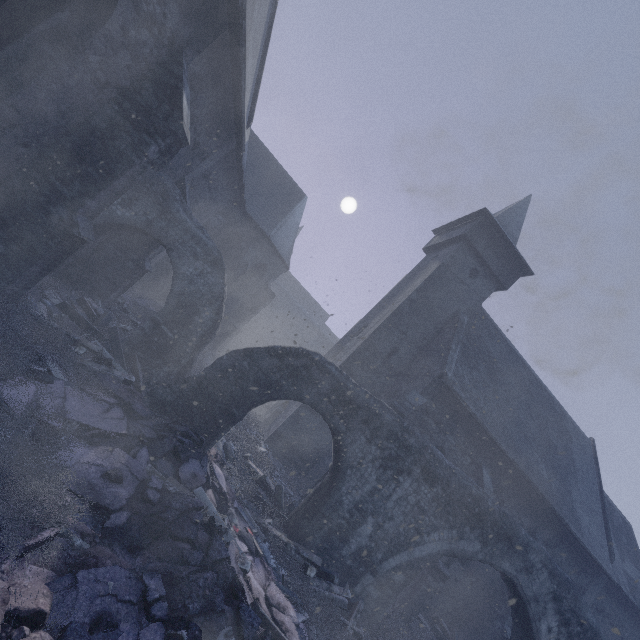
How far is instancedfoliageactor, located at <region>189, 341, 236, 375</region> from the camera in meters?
13.7

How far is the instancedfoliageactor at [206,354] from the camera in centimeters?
1369cm

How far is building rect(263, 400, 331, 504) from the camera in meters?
13.8 m

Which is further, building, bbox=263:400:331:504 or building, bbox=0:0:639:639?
building, bbox=263:400:331:504

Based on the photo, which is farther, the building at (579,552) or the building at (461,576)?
the building at (461,576)

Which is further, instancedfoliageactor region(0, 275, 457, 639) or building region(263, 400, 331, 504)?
building region(263, 400, 331, 504)

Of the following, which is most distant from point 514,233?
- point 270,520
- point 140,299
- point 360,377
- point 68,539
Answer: point 68,539
